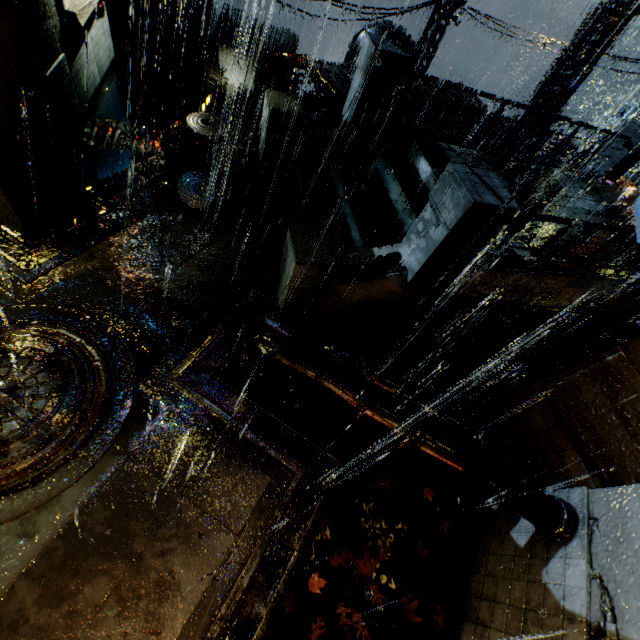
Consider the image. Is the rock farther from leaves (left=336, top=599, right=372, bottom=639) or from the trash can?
leaves (left=336, top=599, right=372, bottom=639)

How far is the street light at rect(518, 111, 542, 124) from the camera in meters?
14.1 m

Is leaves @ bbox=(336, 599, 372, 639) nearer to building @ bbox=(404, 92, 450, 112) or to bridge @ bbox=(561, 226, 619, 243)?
building @ bbox=(404, 92, 450, 112)

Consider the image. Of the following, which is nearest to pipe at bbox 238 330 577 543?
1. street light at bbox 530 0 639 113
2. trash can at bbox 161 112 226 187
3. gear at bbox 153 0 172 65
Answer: trash can at bbox 161 112 226 187

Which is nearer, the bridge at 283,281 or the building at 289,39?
the bridge at 283,281

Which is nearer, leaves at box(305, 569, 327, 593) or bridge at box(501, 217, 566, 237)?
leaves at box(305, 569, 327, 593)

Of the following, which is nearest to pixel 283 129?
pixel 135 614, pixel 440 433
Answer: pixel 440 433

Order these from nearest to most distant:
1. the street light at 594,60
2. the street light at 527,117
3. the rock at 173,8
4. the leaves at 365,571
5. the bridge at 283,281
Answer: the leaves at 365,571, the bridge at 283,281, the street light at 594,60, the street light at 527,117, the rock at 173,8
